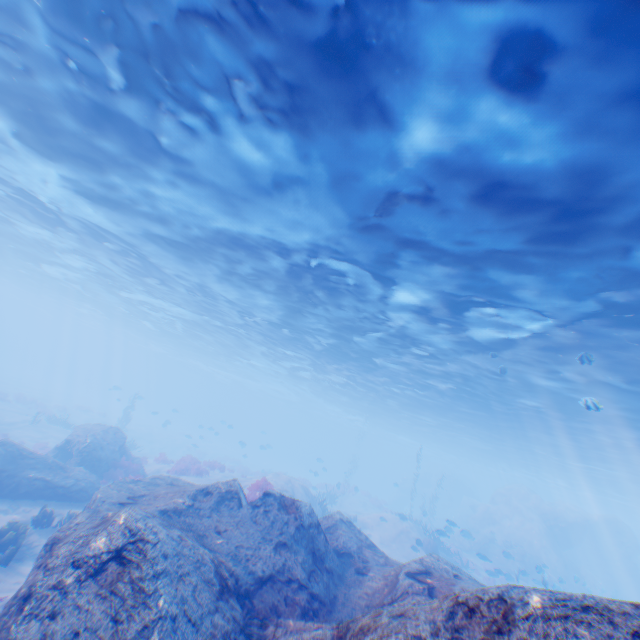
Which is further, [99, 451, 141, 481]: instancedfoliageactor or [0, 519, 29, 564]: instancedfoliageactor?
[99, 451, 141, 481]: instancedfoliageactor

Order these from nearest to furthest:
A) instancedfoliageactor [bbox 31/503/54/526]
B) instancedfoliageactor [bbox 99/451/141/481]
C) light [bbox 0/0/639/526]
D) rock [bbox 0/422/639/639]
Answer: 1. rock [bbox 0/422/639/639]
2. light [bbox 0/0/639/526]
3. instancedfoliageactor [bbox 31/503/54/526]
4. instancedfoliageactor [bbox 99/451/141/481]

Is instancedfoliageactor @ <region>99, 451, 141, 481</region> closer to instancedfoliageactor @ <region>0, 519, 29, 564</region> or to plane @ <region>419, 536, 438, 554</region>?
instancedfoliageactor @ <region>0, 519, 29, 564</region>

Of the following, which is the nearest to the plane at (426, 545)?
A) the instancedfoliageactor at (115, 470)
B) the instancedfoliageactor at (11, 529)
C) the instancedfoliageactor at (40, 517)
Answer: the instancedfoliageactor at (115, 470)

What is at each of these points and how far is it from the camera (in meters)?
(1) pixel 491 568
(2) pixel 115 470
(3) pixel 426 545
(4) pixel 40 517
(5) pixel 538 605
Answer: (1) instancedfoliageactor, 25.52
(2) instancedfoliageactor, 17.03
(3) plane, 21.66
(4) instancedfoliageactor, 11.34
(5) rock, 3.00

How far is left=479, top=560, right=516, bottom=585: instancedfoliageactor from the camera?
18.1 meters

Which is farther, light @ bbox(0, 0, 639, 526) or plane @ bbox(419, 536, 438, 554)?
plane @ bbox(419, 536, 438, 554)

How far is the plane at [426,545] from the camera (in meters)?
21.07
